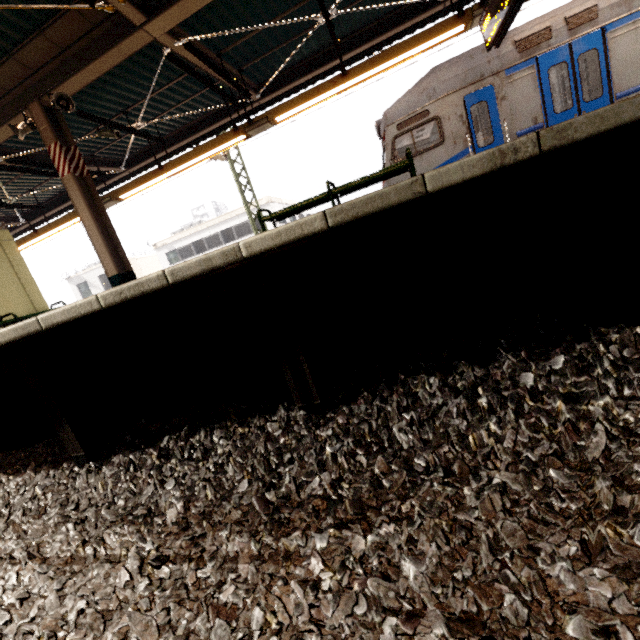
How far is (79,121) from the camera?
7.28m

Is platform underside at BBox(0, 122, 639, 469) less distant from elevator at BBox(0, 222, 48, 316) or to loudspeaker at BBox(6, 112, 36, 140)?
elevator at BBox(0, 222, 48, 316)

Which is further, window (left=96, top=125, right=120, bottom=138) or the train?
window (left=96, top=125, right=120, bottom=138)

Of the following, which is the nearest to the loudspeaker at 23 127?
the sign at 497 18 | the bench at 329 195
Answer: the bench at 329 195

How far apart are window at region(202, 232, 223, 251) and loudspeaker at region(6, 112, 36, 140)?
21.81m

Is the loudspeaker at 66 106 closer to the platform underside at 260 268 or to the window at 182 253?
the platform underside at 260 268

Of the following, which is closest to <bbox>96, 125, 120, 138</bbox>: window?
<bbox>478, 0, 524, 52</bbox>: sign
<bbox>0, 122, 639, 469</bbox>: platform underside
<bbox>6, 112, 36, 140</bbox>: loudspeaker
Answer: <bbox>6, 112, 36, 140</bbox>: loudspeaker

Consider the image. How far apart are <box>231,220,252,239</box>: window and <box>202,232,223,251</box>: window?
1.06m
